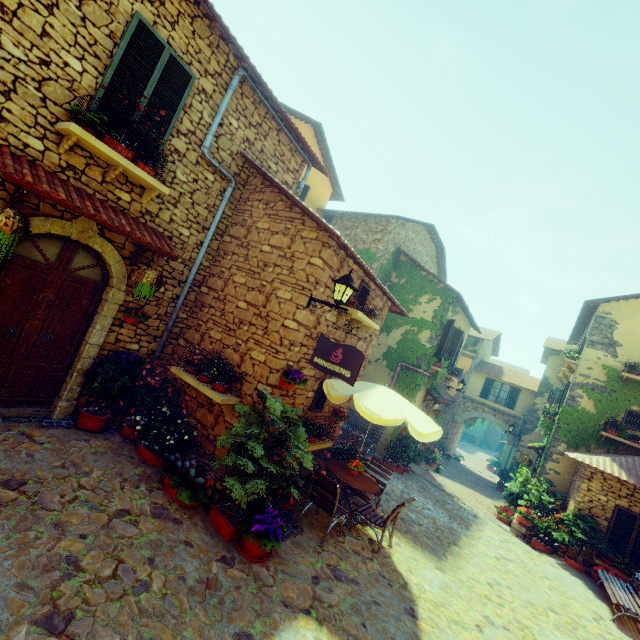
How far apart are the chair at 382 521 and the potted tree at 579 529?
7.0 meters

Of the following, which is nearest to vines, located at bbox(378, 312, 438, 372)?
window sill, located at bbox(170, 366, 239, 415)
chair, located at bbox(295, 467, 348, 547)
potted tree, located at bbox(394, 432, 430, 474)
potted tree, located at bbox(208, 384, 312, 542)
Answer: potted tree, located at bbox(394, 432, 430, 474)

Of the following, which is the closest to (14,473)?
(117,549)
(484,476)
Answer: (117,549)

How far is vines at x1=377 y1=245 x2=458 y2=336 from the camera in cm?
1288

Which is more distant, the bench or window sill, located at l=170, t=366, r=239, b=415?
the bench

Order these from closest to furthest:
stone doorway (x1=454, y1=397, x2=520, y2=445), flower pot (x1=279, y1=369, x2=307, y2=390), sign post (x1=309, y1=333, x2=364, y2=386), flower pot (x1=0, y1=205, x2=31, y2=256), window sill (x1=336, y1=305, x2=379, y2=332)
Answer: flower pot (x1=0, y1=205, x2=31, y2=256) < sign post (x1=309, y1=333, x2=364, y2=386) < flower pot (x1=279, y1=369, x2=307, y2=390) < window sill (x1=336, y1=305, x2=379, y2=332) < stone doorway (x1=454, y1=397, x2=520, y2=445)

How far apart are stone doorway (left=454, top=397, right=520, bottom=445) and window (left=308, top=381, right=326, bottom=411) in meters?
18.7 m

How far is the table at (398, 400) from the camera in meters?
5.7 m
